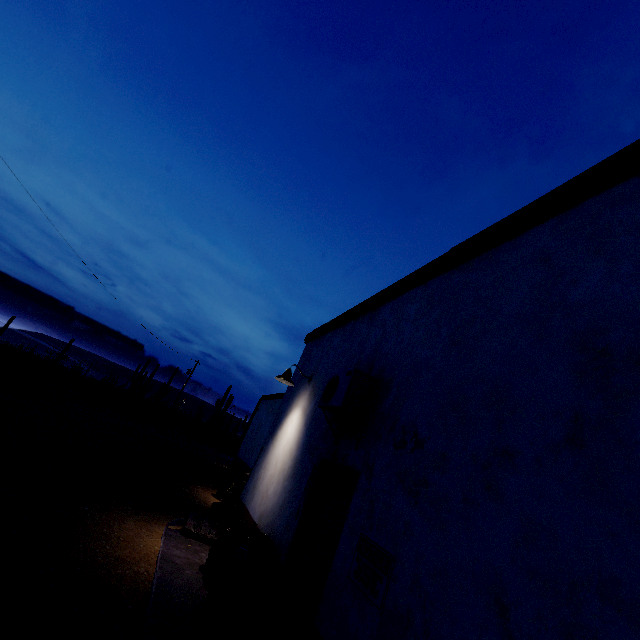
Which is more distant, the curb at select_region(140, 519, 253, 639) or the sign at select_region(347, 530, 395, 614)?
the curb at select_region(140, 519, 253, 639)

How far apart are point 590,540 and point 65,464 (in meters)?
9.20

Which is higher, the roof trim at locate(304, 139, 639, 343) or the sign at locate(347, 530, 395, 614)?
the roof trim at locate(304, 139, 639, 343)

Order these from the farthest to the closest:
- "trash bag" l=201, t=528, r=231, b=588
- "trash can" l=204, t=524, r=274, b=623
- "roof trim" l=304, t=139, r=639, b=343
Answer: "trash bag" l=201, t=528, r=231, b=588 → "trash can" l=204, t=524, r=274, b=623 → "roof trim" l=304, t=139, r=639, b=343

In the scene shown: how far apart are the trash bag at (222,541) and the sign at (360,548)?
2.5m

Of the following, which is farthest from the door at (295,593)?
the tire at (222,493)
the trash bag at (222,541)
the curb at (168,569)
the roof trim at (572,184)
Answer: the tire at (222,493)

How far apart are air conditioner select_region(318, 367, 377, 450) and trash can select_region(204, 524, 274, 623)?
1.6 meters

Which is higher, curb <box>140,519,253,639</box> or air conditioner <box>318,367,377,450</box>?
air conditioner <box>318,367,377,450</box>
